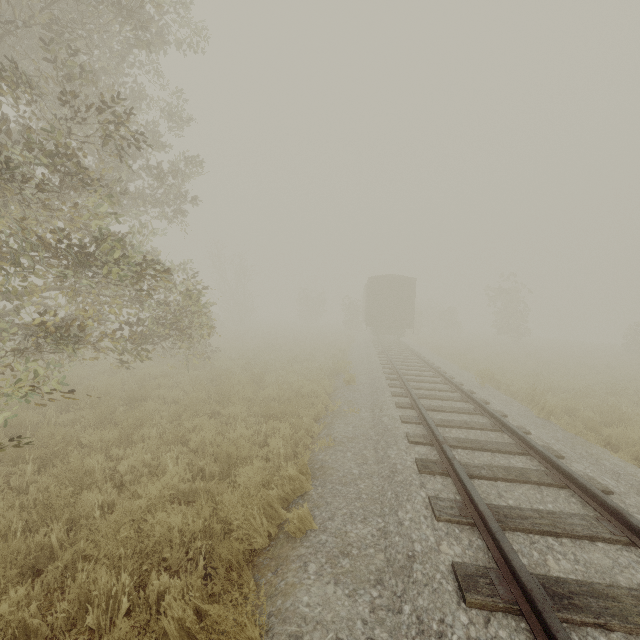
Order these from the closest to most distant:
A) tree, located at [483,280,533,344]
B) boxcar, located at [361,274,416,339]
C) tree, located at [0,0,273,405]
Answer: tree, located at [0,0,273,405]
boxcar, located at [361,274,416,339]
tree, located at [483,280,533,344]

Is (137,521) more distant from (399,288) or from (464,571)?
(399,288)

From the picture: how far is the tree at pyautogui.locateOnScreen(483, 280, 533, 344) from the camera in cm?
2919

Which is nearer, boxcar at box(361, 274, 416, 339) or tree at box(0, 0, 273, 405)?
tree at box(0, 0, 273, 405)

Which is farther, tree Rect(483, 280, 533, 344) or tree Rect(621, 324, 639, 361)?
tree Rect(483, 280, 533, 344)

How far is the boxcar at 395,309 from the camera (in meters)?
23.16

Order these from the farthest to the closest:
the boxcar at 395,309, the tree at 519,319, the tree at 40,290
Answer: the tree at 519,319 → the boxcar at 395,309 → the tree at 40,290
